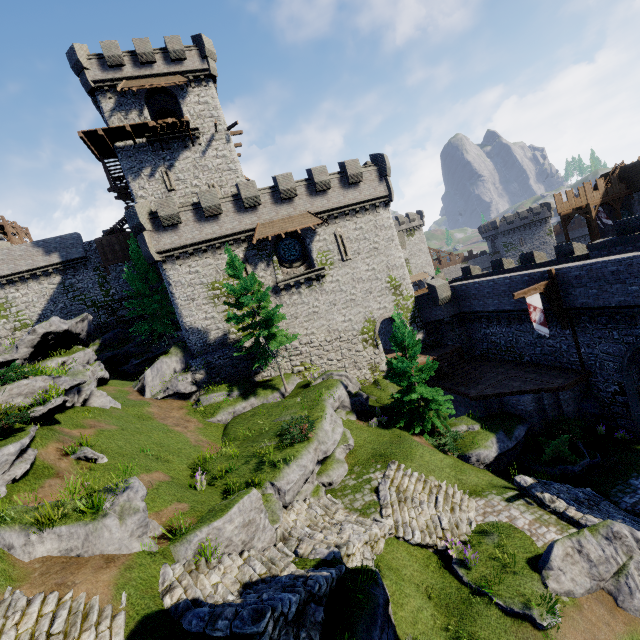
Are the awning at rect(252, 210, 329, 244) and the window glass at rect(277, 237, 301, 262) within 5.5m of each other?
yes

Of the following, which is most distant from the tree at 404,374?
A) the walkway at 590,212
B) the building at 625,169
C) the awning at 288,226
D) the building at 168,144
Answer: the building at 625,169

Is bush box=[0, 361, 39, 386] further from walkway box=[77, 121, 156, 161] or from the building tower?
walkway box=[77, 121, 156, 161]

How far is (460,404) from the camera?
24.88m

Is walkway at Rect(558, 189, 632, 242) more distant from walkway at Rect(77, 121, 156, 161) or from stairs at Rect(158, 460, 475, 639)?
walkway at Rect(77, 121, 156, 161)

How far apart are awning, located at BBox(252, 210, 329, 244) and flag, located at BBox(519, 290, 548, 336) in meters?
14.1 m

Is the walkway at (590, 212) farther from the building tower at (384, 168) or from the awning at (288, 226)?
the awning at (288, 226)

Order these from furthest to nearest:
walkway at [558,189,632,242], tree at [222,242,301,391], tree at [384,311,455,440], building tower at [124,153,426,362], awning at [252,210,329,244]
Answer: walkway at [558,189,632,242]
awning at [252,210,329,244]
building tower at [124,153,426,362]
tree at [222,242,301,391]
tree at [384,311,455,440]
